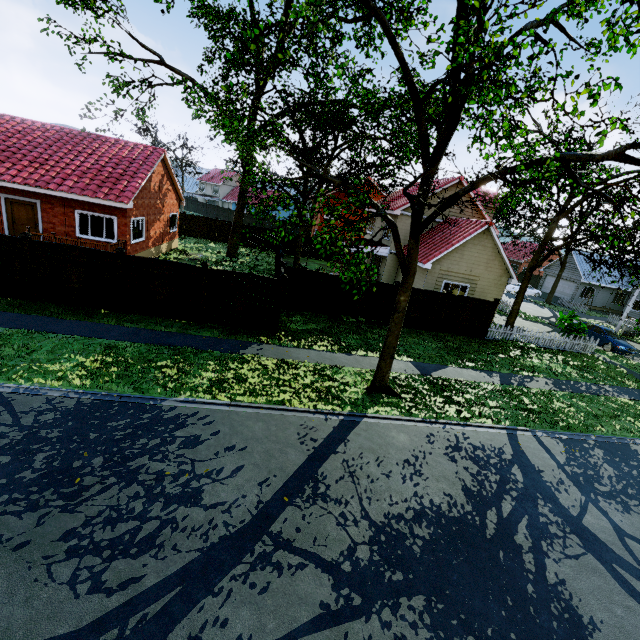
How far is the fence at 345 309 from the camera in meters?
16.9

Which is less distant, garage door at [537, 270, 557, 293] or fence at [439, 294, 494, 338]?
fence at [439, 294, 494, 338]

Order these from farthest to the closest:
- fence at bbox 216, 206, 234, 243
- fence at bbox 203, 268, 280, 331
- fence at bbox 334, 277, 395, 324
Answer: fence at bbox 216, 206, 234, 243 → fence at bbox 334, 277, 395, 324 → fence at bbox 203, 268, 280, 331

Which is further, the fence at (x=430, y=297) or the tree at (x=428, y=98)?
the fence at (x=430, y=297)

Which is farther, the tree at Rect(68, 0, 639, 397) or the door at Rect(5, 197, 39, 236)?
the door at Rect(5, 197, 39, 236)

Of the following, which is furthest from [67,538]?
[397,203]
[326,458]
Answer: [397,203]

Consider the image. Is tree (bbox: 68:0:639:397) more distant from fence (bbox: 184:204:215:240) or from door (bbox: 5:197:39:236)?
door (bbox: 5:197:39:236)
